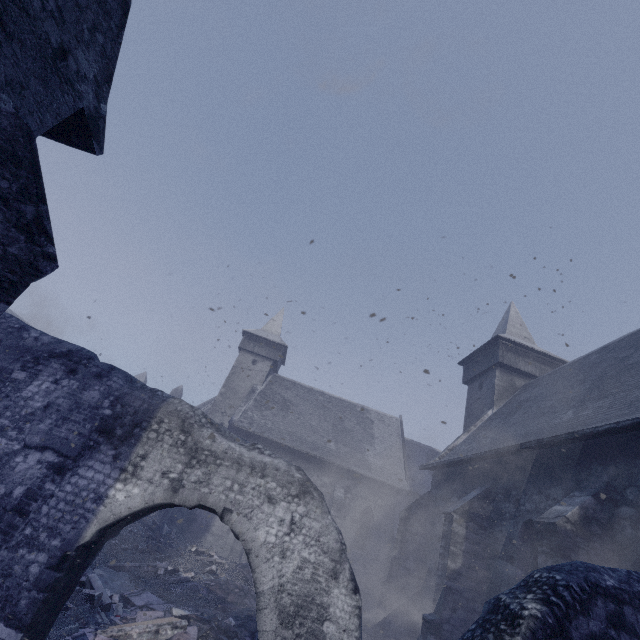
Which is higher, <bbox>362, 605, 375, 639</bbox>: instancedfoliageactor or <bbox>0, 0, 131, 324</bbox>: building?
<bbox>0, 0, 131, 324</bbox>: building

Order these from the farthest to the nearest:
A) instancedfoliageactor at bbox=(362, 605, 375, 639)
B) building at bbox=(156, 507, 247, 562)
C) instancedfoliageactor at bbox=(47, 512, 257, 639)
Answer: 1. building at bbox=(156, 507, 247, 562)
2. instancedfoliageactor at bbox=(362, 605, 375, 639)
3. instancedfoliageactor at bbox=(47, 512, 257, 639)

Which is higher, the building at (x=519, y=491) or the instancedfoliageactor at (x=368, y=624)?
the building at (x=519, y=491)

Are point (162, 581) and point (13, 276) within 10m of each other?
no

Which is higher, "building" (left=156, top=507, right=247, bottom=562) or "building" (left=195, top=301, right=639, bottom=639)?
"building" (left=195, top=301, right=639, bottom=639)

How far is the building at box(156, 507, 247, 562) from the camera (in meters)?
19.06

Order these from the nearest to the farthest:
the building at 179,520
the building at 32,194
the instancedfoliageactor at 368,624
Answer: the building at 32,194 < the instancedfoliageactor at 368,624 < the building at 179,520
